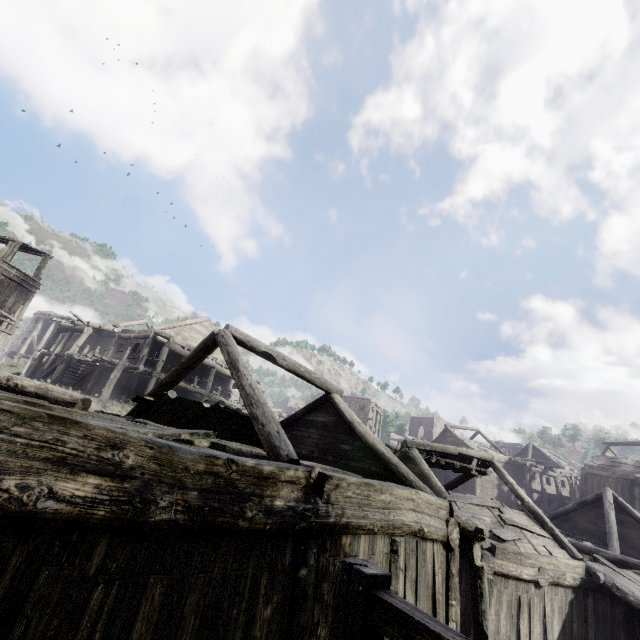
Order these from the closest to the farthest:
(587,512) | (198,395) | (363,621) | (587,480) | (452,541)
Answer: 1. (363,621)
2. (452,541)
3. (587,512)
4. (198,395)
5. (587,480)

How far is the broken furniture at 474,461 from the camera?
15.7 meters

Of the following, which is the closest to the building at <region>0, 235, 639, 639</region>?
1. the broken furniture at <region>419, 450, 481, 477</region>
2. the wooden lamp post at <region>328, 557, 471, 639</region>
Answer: the broken furniture at <region>419, 450, 481, 477</region>

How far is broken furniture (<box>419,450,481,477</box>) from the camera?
15.7m

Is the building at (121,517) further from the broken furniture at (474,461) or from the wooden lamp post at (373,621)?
the wooden lamp post at (373,621)

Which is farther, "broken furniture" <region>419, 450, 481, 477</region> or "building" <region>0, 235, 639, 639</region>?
"broken furniture" <region>419, 450, 481, 477</region>

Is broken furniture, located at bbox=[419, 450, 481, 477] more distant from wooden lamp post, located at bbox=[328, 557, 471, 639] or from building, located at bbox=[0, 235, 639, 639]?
wooden lamp post, located at bbox=[328, 557, 471, 639]
